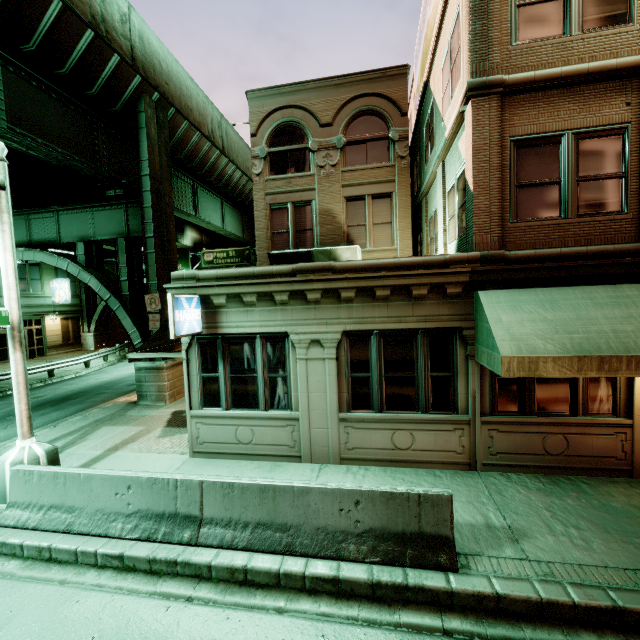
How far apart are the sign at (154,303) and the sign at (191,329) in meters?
6.0 m

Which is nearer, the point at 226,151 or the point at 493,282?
the point at 493,282

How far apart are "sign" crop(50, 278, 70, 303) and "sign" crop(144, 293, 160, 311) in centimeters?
2236cm

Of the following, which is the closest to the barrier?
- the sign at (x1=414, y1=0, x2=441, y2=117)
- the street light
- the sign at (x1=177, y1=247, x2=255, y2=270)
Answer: the street light

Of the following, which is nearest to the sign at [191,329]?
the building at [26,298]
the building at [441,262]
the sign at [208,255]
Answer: the building at [441,262]

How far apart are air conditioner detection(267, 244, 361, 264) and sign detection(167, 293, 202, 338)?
4.5m

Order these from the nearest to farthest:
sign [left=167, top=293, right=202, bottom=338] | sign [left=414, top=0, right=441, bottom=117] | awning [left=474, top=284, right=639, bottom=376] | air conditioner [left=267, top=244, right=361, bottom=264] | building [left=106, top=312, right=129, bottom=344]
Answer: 1. awning [left=474, top=284, right=639, bottom=376]
2. sign [left=167, top=293, right=202, bottom=338]
3. air conditioner [left=267, top=244, right=361, bottom=264]
4. sign [left=414, top=0, right=441, bottom=117]
5. building [left=106, top=312, right=129, bottom=344]

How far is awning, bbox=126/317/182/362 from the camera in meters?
8.3
